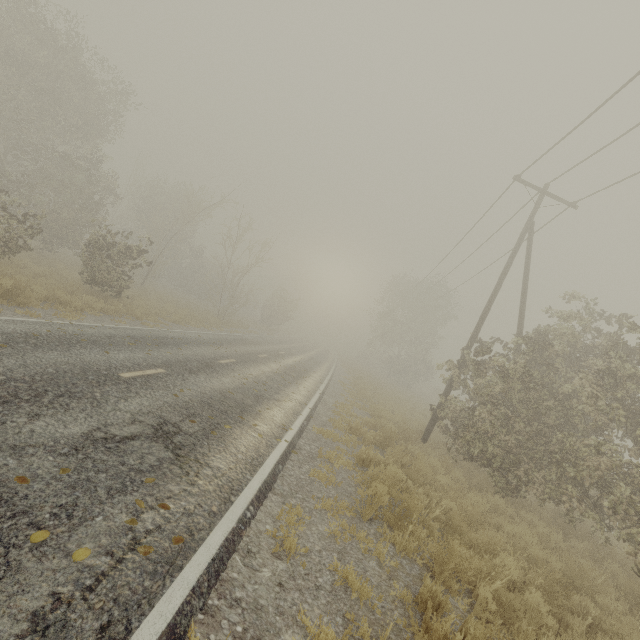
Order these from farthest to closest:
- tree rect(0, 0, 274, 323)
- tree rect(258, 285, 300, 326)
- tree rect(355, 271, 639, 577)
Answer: tree rect(258, 285, 300, 326) → tree rect(0, 0, 274, 323) → tree rect(355, 271, 639, 577)

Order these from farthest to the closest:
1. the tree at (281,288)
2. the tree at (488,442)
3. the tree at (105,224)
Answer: the tree at (281,288) → the tree at (105,224) → the tree at (488,442)

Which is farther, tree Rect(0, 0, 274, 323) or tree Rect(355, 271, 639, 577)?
tree Rect(0, 0, 274, 323)

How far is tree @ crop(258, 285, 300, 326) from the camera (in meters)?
42.09

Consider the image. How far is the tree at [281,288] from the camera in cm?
4209

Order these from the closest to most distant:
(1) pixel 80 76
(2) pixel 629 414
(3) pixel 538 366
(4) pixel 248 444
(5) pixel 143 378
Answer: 1. (4) pixel 248 444
2. (5) pixel 143 378
3. (2) pixel 629 414
4. (3) pixel 538 366
5. (1) pixel 80 76
